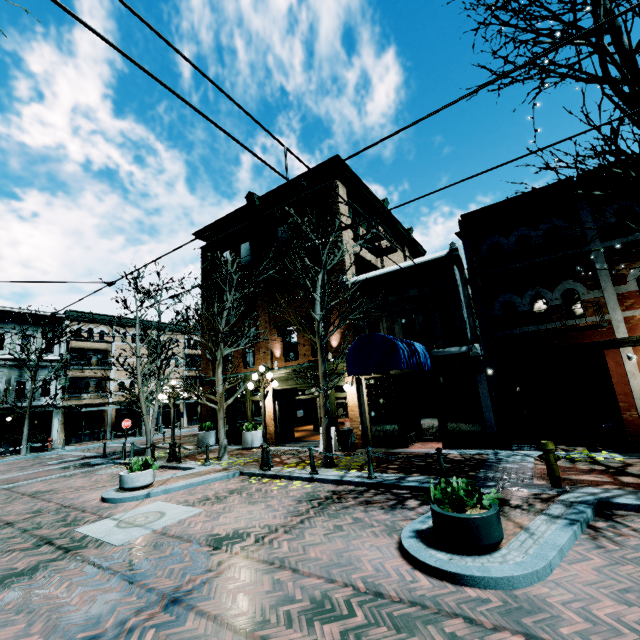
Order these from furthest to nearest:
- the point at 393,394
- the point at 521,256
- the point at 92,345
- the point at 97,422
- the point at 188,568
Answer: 1. the point at 92,345
2. the point at 97,422
3. the point at 393,394
4. the point at 521,256
5. the point at 188,568

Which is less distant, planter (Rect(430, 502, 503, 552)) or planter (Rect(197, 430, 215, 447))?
planter (Rect(430, 502, 503, 552))

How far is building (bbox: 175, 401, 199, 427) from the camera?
36.6 meters

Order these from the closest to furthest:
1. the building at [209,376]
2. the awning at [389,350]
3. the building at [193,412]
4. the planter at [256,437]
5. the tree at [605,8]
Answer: the tree at [605,8] < the awning at [389,350] < the planter at [256,437] < the building at [209,376] < the building at [193,412]

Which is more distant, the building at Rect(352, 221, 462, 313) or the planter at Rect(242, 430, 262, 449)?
the planter at Rect(242, 430, 262, 449)

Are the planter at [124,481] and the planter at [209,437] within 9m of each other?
yes

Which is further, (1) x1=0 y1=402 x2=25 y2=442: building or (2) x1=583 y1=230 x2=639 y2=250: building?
(1) x1=0 y1=402 x2=25 y2=442: building

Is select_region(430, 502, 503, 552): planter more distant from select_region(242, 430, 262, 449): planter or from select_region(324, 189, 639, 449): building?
select_region(242, 430, 262, 449): planter
